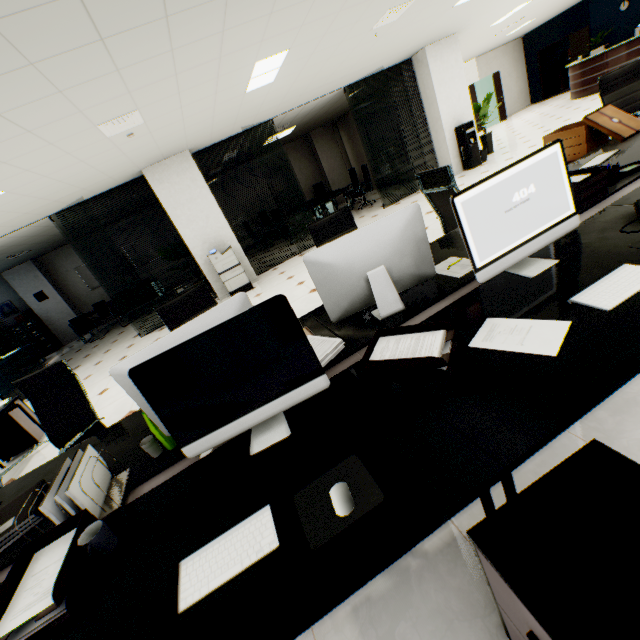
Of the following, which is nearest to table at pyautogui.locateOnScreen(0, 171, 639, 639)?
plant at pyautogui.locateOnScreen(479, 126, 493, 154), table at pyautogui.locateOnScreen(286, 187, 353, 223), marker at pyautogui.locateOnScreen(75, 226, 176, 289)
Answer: plant at pyautogui.locateOnScreen(479, 126, 493, 154)

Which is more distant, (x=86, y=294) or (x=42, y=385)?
(x=86, y=294)

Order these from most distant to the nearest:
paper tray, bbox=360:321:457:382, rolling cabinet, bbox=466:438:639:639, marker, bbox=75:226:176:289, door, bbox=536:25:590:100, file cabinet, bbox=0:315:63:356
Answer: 1. door, bbox=536:25:590:100
2. marker, bbox=75:226:176:289
3. file cabinet, bbox=0:315:63:356
4. paper tray, bbox=360:321:457:382
5. rolling cabinet, bbox=466:438:639:639

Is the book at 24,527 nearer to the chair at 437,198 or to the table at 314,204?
the chair at 437,198

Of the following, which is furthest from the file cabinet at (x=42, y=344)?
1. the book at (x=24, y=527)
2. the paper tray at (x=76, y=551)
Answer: the paper tray at (x=76, y=551)

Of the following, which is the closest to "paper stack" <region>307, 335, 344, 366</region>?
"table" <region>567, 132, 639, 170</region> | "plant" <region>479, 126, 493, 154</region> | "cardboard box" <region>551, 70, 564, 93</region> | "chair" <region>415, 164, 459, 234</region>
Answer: "table" <region>567, 132, 639, 170</region>

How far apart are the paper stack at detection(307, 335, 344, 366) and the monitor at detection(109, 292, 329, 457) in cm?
26

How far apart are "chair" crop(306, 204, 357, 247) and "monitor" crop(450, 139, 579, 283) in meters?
1.3 m
